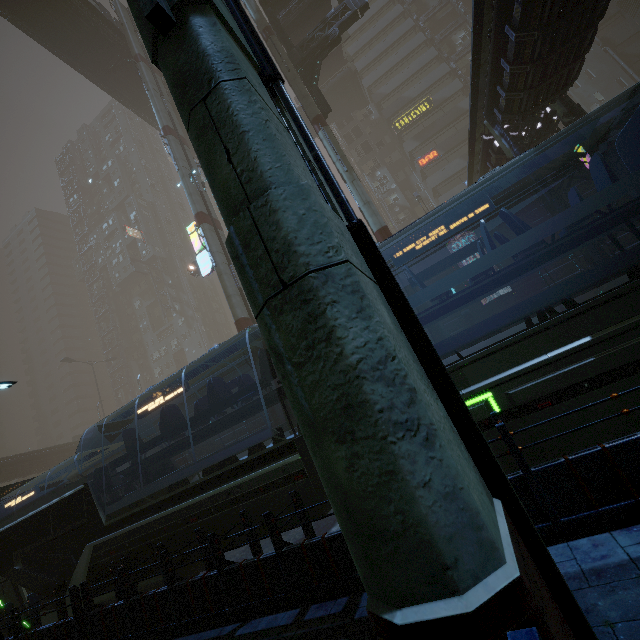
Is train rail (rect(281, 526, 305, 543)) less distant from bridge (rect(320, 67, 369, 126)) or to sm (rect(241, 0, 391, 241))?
sm (rect(241, 0, 391, 241))

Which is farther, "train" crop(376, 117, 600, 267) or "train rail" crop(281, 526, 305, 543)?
"train rail" crop(281, 526, 305, 543)

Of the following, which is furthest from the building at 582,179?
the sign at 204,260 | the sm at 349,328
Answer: the sm at 349,328

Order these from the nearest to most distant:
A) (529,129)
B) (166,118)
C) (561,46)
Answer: (561,46) < (529,129) < (166,118)

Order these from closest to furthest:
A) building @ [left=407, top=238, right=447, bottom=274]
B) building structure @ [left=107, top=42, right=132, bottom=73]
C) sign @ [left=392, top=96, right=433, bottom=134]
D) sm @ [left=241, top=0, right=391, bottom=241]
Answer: sm @ [left=241, top=0, right=391, bottom=241] → building @ [left=407, top=238, right=447, bottom=274] → building structure @ [left=107, top=42, right=132, bottom=73] → sign @ [left=392, top=96, right=433, bottom=134]

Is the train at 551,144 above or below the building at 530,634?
above

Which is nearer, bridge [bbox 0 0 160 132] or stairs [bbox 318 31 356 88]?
bridge [bbox 0 0 160 132]

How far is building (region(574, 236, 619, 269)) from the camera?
13.2m
